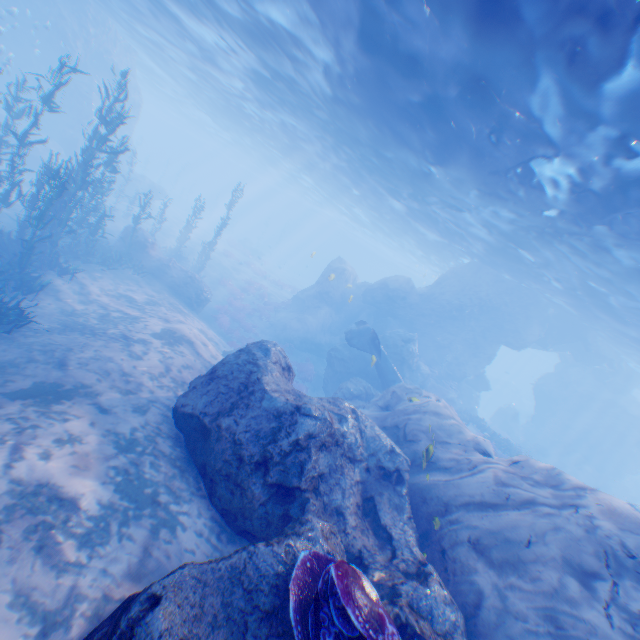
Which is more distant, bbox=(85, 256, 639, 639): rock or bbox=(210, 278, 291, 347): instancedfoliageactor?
bbox=(210, 278, 291, 347): instancedfoliageactor

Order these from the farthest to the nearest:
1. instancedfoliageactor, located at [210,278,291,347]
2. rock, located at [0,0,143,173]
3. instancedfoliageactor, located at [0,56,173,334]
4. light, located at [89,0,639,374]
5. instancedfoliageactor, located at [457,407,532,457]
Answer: instancedfoliageactor, located at [210,278,291,347] < rock, located at [0,0,143,173] < instancedfoliageactor, located at [457,407,532,457] < instancedfoliageactor, located at [0,56,173,334] < light, located at [89,0,639,374]

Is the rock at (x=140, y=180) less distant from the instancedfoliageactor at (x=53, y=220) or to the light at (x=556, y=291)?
the light at (x=556, y=291)

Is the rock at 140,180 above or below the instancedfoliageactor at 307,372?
above

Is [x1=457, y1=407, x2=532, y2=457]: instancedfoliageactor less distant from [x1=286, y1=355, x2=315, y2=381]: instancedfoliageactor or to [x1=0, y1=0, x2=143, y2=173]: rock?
[x1=0, y1=0, x2=143, y2=173]: rock

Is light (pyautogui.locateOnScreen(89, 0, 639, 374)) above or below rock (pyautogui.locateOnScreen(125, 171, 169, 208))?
above

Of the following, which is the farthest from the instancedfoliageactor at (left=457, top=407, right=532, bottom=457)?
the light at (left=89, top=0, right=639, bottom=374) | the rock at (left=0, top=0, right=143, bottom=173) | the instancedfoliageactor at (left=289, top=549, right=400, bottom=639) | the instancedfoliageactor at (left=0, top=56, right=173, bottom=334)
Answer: the instancedfoliageactor at (left=0, top=56, right=173, bottom=334)

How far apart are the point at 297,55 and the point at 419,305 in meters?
19.3
